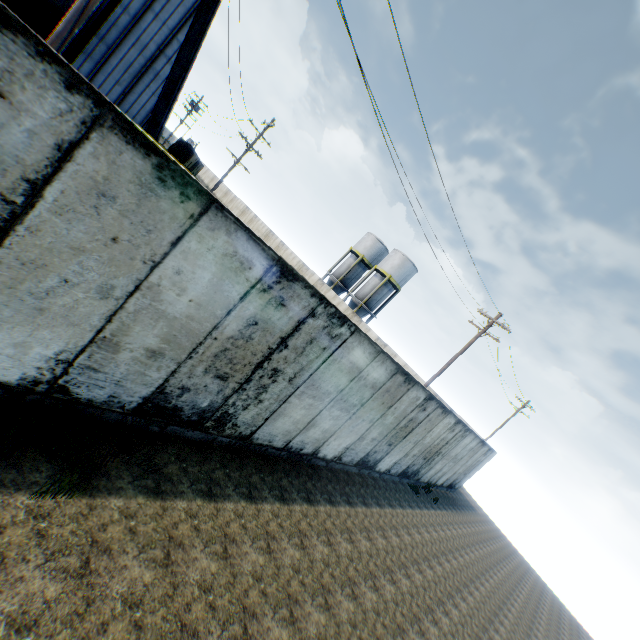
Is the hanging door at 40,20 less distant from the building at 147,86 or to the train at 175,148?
the building at 147,86

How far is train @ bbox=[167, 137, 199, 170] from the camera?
54.0 meters

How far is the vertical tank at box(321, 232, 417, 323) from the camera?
38.0 meters

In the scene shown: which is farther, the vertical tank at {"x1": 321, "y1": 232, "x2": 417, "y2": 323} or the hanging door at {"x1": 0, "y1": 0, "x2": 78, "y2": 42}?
the vertical tank at {"x1": 321, "y1": 232, "x2": 417, "y2": 323}

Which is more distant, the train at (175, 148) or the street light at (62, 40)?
the train at (175, 148)

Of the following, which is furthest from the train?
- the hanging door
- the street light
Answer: the street light

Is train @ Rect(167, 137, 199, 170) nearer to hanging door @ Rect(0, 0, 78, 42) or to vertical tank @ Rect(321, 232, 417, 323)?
vertical tank @ Rect(321, 232, 417, 323)

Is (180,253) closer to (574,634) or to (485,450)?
(485,450)
